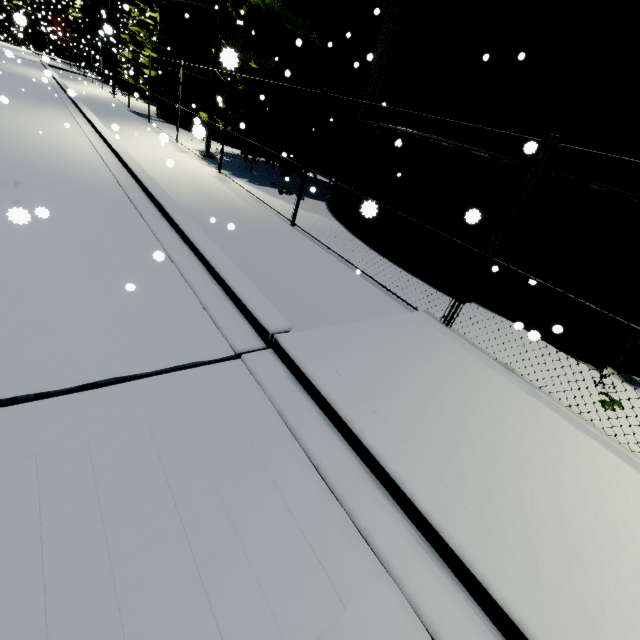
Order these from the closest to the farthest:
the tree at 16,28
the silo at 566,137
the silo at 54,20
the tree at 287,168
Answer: the silo at 566,137 < the tree at 16,28 < the tree at 287,168 < the silo at 54,20

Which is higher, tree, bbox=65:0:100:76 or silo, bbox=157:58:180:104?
tree, bbox=65:0:100:76

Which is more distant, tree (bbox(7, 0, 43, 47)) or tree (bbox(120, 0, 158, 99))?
tree (bbox(120, 0, 158, 99))

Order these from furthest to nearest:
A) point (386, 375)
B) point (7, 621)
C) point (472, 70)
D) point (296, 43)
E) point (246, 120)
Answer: point (246, 120)
point (296, 43)
point (472, 70)
point (386, 375)
point (7, 621)

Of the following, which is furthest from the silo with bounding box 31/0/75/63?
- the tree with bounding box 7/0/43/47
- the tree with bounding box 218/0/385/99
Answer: the tree with bounding box 7/0/43/47

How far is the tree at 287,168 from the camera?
13.6m

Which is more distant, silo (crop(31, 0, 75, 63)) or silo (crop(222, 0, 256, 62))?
silo (crop(31, 0, 75, 63))

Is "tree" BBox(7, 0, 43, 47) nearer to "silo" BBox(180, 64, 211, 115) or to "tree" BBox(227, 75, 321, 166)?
"silo" BBox(180, 64, 211, 115)
